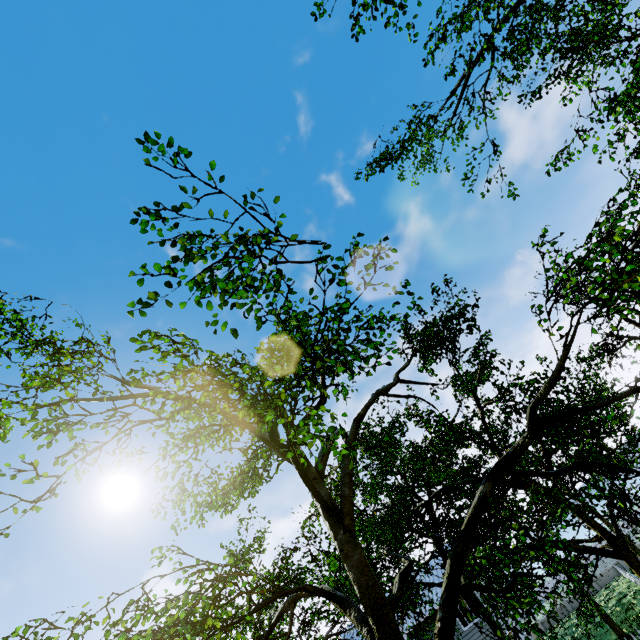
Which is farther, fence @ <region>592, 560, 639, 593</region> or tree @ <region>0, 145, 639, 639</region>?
fence @ <region>592, 560, 639, 593</region>

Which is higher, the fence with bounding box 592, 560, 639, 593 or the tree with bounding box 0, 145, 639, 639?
the tree with bounding box 0, 145, 639, 639

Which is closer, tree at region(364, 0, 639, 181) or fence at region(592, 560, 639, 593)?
tree at region(364, 0, 639, 181)

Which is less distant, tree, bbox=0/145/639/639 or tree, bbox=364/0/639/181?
tree, bbox=0/145/639/639

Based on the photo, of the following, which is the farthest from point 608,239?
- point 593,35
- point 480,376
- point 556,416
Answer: point 593,35

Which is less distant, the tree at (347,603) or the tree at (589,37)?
the tree at (347,603)

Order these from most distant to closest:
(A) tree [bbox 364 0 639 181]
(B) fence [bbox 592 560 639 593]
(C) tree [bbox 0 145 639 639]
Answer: (B) fence [bbox 592 560 639 593] → (A) tree [bbox 364 0 639 181] → (C) tree [bbox 0 145 639 639]

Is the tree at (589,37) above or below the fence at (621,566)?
above
